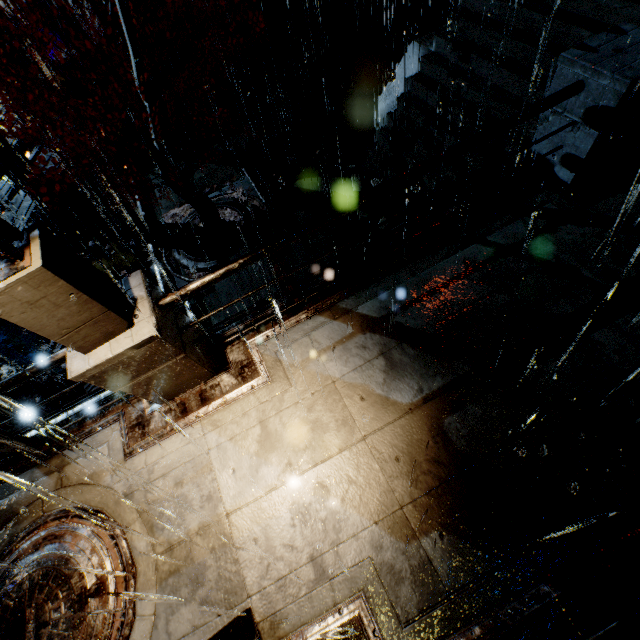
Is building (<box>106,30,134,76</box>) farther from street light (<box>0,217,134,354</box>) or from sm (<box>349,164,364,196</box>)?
sm (<box>349,164,364,196</box>)

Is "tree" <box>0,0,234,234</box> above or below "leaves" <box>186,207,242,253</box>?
above

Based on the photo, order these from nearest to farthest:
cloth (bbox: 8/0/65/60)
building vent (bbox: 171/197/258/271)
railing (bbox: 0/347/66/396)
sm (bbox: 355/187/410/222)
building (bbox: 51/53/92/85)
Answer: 1. railing (bbox: 0/347/66/396)
2. sm (bbox: 355/187/410/222)
3. building vent (bbox: 171/197/258/271)
4. building (bbox: 51/53/92/85)
5. cloth (bbox: 8/0/65/60)

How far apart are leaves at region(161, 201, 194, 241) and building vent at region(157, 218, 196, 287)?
0.00m

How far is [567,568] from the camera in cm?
319

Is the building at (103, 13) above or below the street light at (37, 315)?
below

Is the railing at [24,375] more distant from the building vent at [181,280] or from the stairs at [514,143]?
the building vent at [181,280]
